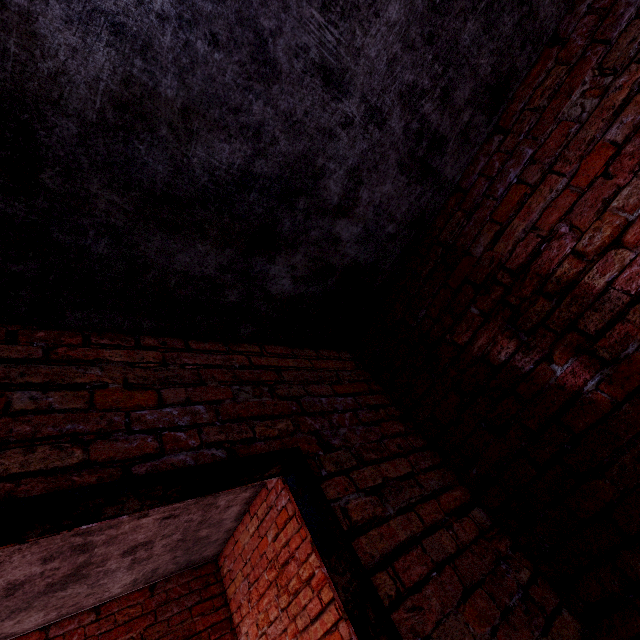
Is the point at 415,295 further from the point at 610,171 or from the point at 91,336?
the point at 91,336
